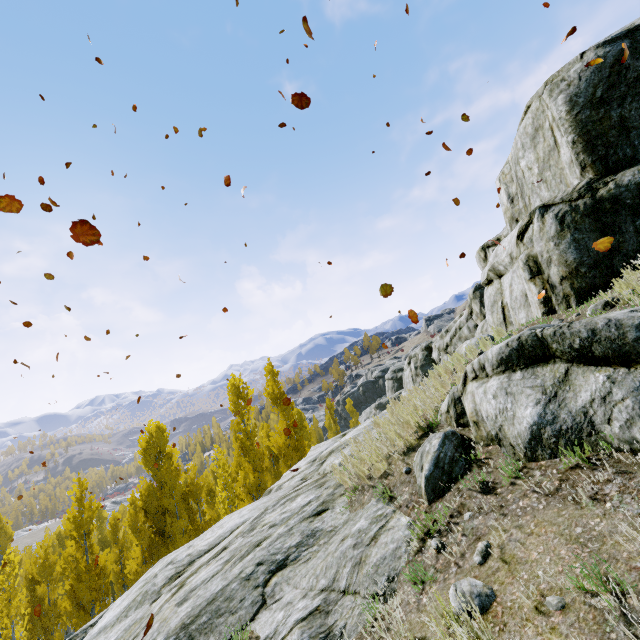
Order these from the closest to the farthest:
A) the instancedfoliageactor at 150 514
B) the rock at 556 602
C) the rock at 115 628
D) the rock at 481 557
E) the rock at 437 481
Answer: the rock at 556 602
the rock at 481 557
the rock at 115 628
the rock at 437 481
the instancedfoliageactor at 150 514

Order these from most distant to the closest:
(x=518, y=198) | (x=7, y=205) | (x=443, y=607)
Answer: (x=518, y=198) < (x=7, y=205) < (x=443, y=607)

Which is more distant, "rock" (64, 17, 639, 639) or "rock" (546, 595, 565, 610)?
"rock" (64, 17, 639, 639)

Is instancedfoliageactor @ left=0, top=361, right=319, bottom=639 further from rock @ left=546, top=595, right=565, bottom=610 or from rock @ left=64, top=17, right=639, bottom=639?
rock @ left=546, top=595, right=565, bottom=610

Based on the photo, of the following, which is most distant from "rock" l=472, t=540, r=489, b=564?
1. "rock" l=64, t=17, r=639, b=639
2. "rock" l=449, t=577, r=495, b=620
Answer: "rock" l=449, t=577, r=495, b=620

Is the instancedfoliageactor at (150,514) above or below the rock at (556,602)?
below

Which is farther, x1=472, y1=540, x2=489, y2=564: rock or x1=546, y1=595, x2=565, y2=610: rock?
x1=472, y1=540, x2=489, y2=564: rock
